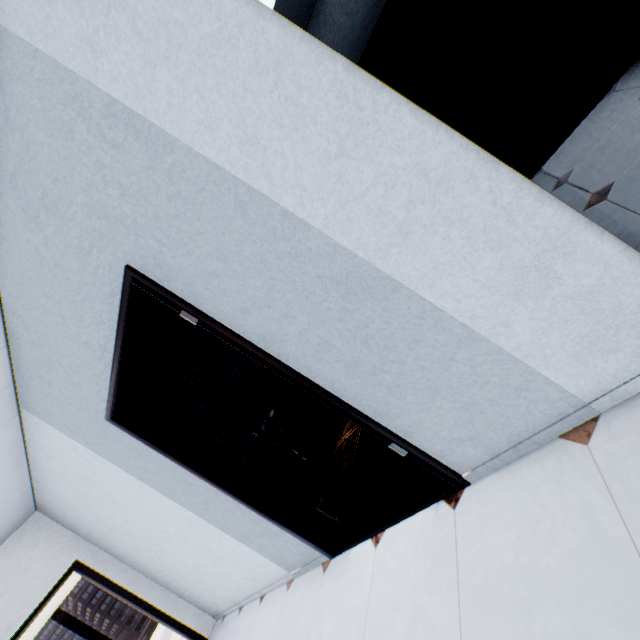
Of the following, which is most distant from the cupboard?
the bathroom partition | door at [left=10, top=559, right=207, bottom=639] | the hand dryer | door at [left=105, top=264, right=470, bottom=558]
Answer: door at [left=10, top=559, right=207, bottom=639]

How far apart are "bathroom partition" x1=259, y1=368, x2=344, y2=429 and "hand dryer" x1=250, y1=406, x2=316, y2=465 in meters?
0.3 m

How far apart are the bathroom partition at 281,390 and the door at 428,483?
1.45m

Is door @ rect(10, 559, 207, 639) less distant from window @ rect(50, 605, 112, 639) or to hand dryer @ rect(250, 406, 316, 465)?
hand dryer @ rect(250, 406, 316, 465)

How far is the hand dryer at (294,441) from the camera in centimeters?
371cm

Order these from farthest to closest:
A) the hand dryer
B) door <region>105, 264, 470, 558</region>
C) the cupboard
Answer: the hand dryer, the cupboard, door <region>105, 264, 470, 558</region>

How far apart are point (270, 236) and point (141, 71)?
0.73m

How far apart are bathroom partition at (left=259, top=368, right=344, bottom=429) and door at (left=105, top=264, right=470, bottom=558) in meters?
1.4 m
